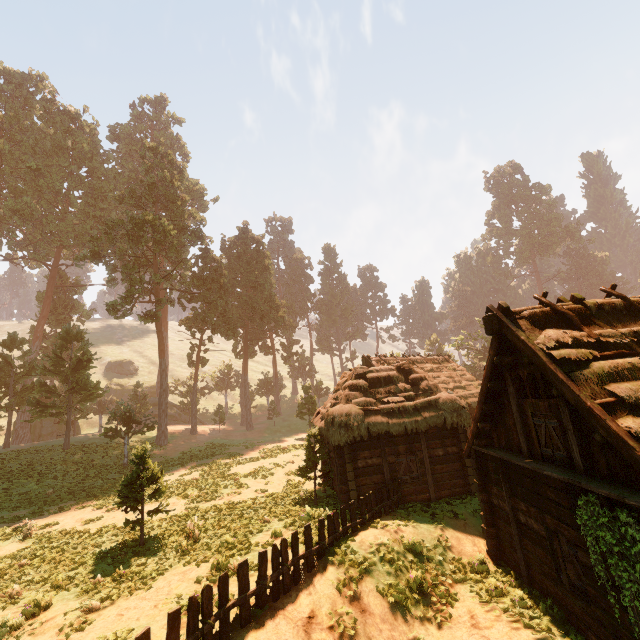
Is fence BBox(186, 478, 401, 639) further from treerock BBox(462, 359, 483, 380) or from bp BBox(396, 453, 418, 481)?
treerock BBox(462, 359, 483, 380)

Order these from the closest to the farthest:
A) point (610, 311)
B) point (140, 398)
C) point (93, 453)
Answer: point (610, 311)
point (93, 453)
point (140, 398)

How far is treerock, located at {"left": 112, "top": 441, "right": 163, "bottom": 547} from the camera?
11.8 meters

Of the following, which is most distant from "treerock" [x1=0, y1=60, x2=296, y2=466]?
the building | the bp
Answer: the bp

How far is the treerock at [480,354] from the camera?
49.12m

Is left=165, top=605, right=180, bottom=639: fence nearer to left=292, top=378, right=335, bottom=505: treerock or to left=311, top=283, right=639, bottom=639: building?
left=311, top=283, right=639, bottom=639: building

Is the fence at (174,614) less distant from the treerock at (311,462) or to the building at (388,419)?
the building at (388,419)
